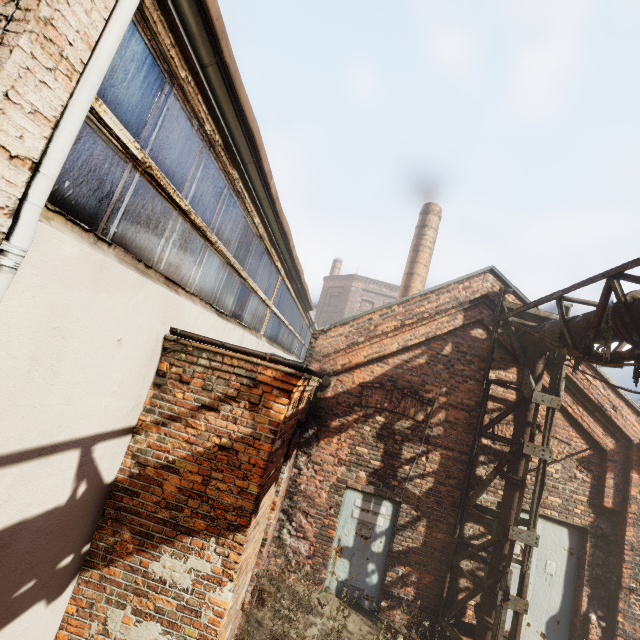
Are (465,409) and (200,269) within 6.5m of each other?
yes

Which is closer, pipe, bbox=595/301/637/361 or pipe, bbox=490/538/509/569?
pipe, bbox=595/301/637/361

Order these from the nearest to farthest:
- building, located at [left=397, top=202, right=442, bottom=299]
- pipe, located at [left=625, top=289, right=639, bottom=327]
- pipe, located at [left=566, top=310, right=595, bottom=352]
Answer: pipe, located at [left=625, top=289, right=639, bottom=327]
pipe, located at [left=566, top=310, right=595, bottom=352]
building, located at [left=397, top=202, right=442, bottom=299]

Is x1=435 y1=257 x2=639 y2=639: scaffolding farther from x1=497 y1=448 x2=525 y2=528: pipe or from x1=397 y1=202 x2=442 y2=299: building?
x1=397 y1=202 x2=442 y2=299: building

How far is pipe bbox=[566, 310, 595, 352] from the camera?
4.8m

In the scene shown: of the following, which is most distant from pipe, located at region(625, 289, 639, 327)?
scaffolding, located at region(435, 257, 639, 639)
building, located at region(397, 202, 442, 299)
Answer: building, located at region(397, 202, 442, 299)

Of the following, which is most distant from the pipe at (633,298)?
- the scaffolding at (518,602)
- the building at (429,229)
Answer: the building at (429,229)
